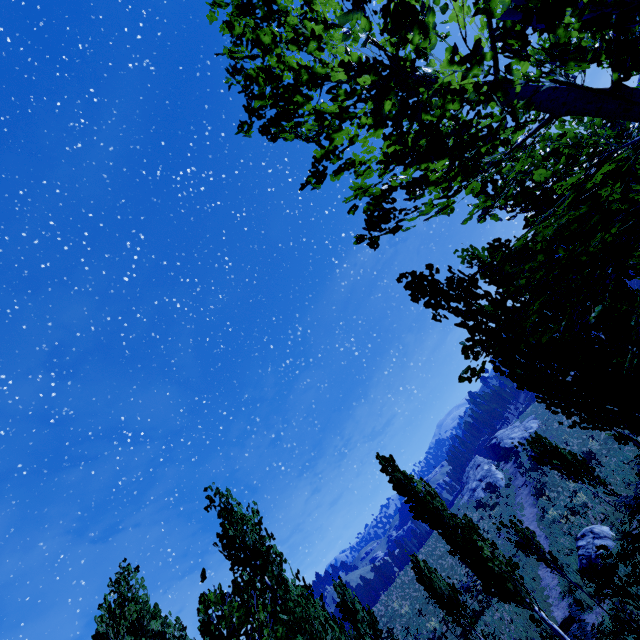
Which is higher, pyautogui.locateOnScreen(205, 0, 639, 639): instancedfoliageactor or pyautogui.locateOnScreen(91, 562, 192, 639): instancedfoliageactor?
pyautogui.locateOnScreen(91, 562, 192, 639): instancedfoliageactor

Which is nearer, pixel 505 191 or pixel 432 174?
pixel 432 174

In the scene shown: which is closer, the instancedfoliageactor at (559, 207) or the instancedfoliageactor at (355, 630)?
the instancedfoliageactor at (559, 207)

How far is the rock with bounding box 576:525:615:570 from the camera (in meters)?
14.19

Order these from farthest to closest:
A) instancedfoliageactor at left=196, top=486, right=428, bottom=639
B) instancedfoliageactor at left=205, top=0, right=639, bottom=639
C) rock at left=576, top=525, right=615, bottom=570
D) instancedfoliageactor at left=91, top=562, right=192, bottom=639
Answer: rock at left=576, top=525, right=615, bottom=570 < instancedfoliageactor at left=91, top=562, right=192, bottom=639 < instancedfoliageactor at left=196, top=486, right=428, bottom=639 < instancedfoliageactor at left=205, top=0, right=639, bottom=639

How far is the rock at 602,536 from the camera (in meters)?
14.19

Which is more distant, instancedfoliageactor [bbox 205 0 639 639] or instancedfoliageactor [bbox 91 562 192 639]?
instancedfoliageactor [bbox 91 562 192 639]

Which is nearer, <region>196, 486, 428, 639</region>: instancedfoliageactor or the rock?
<region>196, 486, 428, 639</region>: instancedfoliageactor
